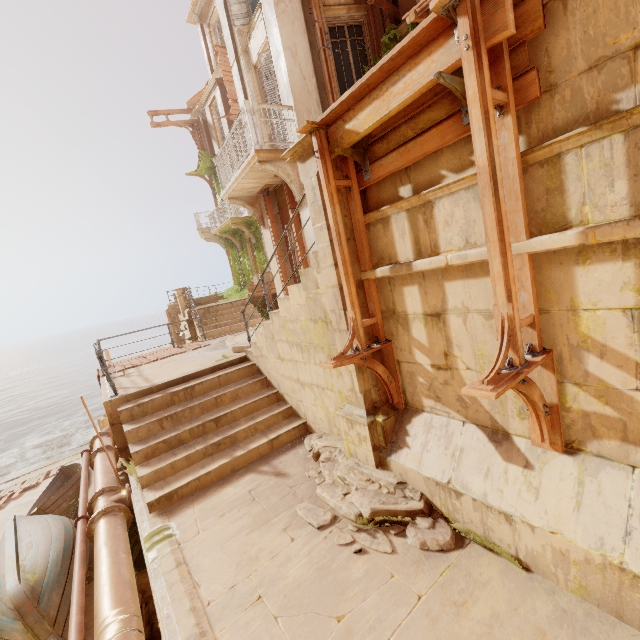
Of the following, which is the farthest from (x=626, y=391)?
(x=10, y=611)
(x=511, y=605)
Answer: (x=10, y=611)

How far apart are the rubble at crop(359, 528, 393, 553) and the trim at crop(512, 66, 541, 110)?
3.55m

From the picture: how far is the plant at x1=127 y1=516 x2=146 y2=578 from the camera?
6.1m

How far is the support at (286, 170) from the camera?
7.75m

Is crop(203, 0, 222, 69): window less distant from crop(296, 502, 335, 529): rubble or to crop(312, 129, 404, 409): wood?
crop(312, 129, 404, 409): wood

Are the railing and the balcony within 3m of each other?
yes

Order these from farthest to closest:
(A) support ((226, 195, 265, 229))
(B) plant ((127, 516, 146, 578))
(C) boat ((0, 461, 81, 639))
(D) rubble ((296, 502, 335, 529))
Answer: (A) support ((226, 195, 265, 229))
(B) plant ((127, 516, 146, 578))
(C) boat ((0, 461, 81, 639))
(D) rubble ((296, 502, 335, 529))

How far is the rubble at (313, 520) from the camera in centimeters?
388cm
